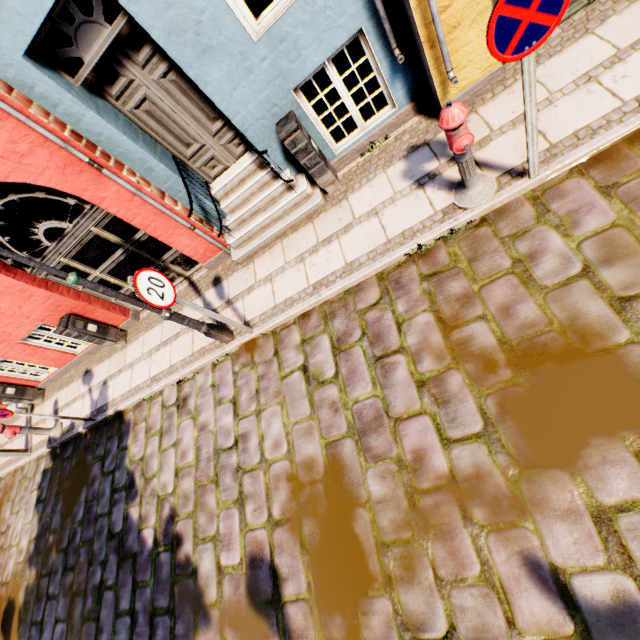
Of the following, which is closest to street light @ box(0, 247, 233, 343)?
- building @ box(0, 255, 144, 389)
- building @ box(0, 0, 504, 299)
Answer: building @ box(0, 0, 504, 299)

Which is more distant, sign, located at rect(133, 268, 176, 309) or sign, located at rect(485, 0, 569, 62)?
sign, located at rect(133, 268, 176, 309)

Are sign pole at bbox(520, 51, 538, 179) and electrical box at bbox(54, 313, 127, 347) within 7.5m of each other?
no

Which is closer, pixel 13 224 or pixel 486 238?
pixel 486 238

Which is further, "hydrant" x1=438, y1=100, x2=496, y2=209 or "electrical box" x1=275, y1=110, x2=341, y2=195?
"electrical box" x1=275, y1=110, x2=341, y2=195

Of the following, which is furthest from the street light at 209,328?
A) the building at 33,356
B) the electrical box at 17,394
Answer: the building at 33,356

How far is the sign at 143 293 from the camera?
3.7m

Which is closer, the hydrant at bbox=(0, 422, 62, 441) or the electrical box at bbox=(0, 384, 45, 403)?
the hydrant at bbox=(0, 422, 62, 441)
